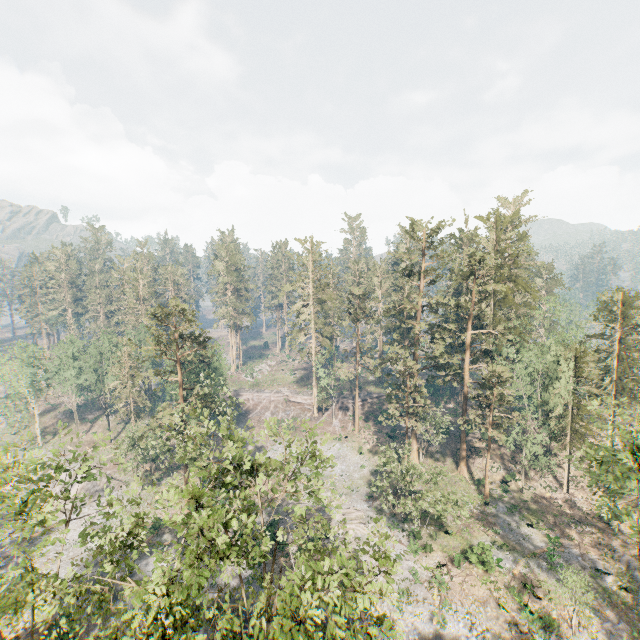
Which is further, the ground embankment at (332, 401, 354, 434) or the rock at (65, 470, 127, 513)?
the ground embankment at (332, 401, 354, 434)

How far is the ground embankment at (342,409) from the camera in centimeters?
5687cm

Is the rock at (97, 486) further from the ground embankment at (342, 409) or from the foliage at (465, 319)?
the ground embankment at (342, 409)

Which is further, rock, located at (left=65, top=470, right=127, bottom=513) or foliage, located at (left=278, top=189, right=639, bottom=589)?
rock, located at (left=65, top=470, right=127, bottom=513)

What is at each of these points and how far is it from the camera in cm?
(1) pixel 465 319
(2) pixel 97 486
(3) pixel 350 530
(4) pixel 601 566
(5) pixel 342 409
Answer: (1) foliage, 5028
(2) rock, 4338
(3) foliage, 3588
(4) foliage, 3053
(5) ground embankment, 5959

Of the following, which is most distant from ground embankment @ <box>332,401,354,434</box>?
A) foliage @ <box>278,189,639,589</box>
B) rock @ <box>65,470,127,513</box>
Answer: rock @ <box>65,470,127,513</box>

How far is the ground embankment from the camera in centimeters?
5687cm
